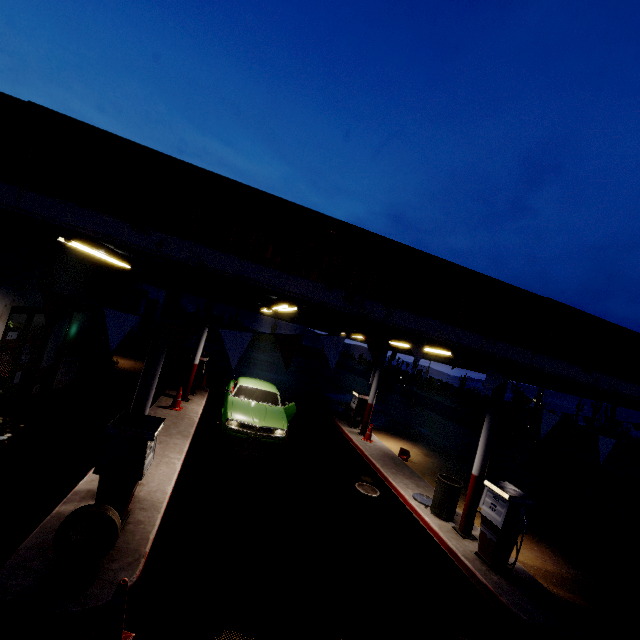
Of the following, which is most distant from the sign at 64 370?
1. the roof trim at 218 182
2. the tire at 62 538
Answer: the tire at 62 538

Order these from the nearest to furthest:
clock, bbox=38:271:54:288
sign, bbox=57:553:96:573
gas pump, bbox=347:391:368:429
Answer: sign, bbox=57:553:96:573 → clock, bbox=38:271:54:288 → gas pump, bbox=347:391:368:429

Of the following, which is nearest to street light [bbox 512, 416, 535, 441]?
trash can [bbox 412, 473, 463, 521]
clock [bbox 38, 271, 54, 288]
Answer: trash can [bbox 412, 473, 463, 521]

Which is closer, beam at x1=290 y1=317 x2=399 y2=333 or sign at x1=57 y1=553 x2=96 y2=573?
sign at x1=57 y1=553 x2=96 y2=573

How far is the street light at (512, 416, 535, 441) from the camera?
7.6m

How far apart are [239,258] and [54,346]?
9.8 meters

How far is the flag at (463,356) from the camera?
3.7m

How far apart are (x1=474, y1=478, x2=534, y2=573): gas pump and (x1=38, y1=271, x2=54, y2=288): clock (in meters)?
11.31
